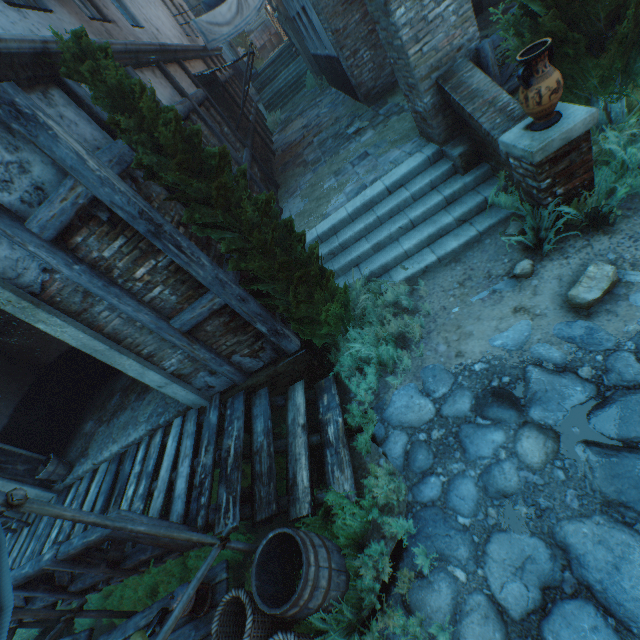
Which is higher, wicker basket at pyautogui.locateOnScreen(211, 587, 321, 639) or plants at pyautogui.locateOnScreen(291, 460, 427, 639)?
wicker basket at pyautogui.locateOnScreen(211, 587, 321, 639)

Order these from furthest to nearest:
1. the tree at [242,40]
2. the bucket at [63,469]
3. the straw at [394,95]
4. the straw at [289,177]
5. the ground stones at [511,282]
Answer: the tree at [242,40] < the straw at [289,177] < the straw at [394,95] < the bucket at [63,469] < the ground stones at [511,282]

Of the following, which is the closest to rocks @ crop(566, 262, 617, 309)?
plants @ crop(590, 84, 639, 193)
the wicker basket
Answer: plants @ crop(590, 84, 639, 193)

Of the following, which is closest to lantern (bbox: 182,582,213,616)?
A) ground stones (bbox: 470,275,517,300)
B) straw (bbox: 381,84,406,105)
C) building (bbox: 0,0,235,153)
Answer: ground stones (bbox: 470,275,517,300)

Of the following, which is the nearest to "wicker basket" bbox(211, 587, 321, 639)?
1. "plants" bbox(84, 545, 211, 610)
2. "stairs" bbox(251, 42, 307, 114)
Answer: "plants" bbox(84, 545, 211, 610)

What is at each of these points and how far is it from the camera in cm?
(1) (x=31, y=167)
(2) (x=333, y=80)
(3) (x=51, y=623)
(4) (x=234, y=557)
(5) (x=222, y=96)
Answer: (1) building, 284
(2) building, 1279
(3) fence, 514
(4) plants, 423
(5) building, 1040

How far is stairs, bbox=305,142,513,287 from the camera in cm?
524

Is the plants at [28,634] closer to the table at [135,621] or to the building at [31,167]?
the building at [31,167]
